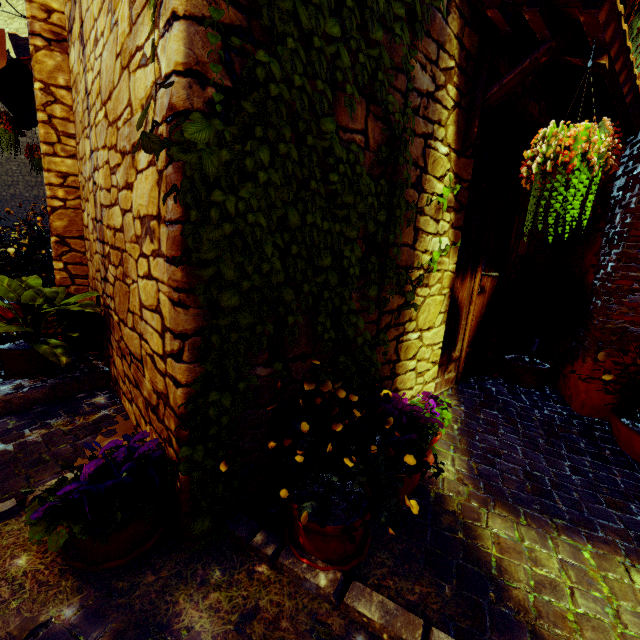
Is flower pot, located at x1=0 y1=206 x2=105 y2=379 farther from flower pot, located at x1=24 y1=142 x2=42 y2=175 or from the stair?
flower pot, located at x1=24 y1=142 x2=42 y2=175

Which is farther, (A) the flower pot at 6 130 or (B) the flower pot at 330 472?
(A) the flower pot at 6 130

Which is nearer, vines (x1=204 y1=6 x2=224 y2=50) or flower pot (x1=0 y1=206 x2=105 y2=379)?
vines (x1=204 y1=6 x2=224 y2=50)

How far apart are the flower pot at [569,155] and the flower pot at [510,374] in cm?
175

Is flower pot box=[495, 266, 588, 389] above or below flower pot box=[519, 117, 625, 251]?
below

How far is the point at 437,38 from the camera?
1.79m

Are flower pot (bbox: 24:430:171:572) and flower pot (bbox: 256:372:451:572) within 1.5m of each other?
yes

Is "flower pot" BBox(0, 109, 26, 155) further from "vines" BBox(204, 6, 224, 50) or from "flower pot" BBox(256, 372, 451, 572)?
"flower pot" BBox(256, 372, 451, 572)
